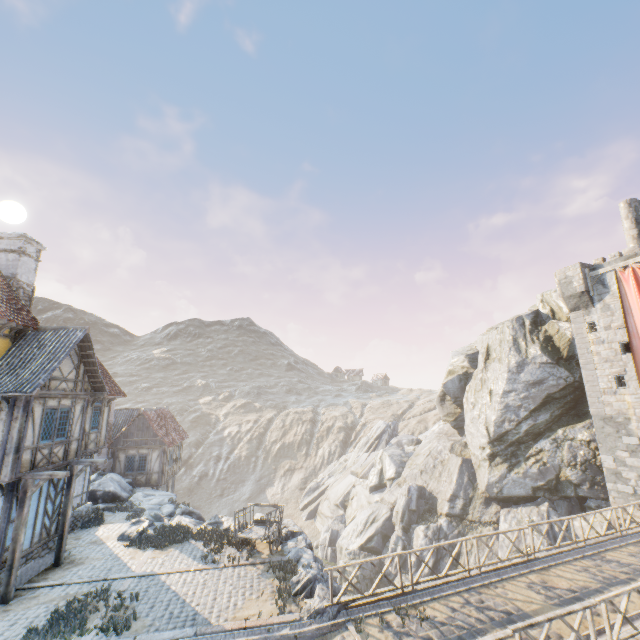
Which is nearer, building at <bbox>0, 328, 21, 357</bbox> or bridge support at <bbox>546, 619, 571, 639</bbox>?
bridge support at <bbox>546, 619, 571, 639</bbox>

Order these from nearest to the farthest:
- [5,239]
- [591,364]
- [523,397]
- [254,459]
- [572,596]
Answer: [572,596]
[5,239]
[591,364]
[523,397]
[254,459]

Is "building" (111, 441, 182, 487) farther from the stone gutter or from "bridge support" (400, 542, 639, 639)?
"bridge support" (400, 542, 639, 639)

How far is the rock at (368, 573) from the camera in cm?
2531

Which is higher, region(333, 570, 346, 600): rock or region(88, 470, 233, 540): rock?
region(88, 470, 233, 540): rock

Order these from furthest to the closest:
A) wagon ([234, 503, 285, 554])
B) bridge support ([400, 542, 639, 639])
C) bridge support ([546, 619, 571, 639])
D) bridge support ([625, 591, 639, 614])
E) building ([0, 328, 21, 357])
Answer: wagon ([234, 503, 285, 554]) → building ([0, 328, 21, 357]) → bridge support ([625, 591, 639, 614]) → bridge support ([400, 542, 639, 639]) → bridge support ([546, 619, 571, 639])

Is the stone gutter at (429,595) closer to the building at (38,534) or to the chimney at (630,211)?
the building at (38,534)

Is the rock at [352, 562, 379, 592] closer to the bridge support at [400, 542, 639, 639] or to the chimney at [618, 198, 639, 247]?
the bridge support at [400, 542, 639, 639]
